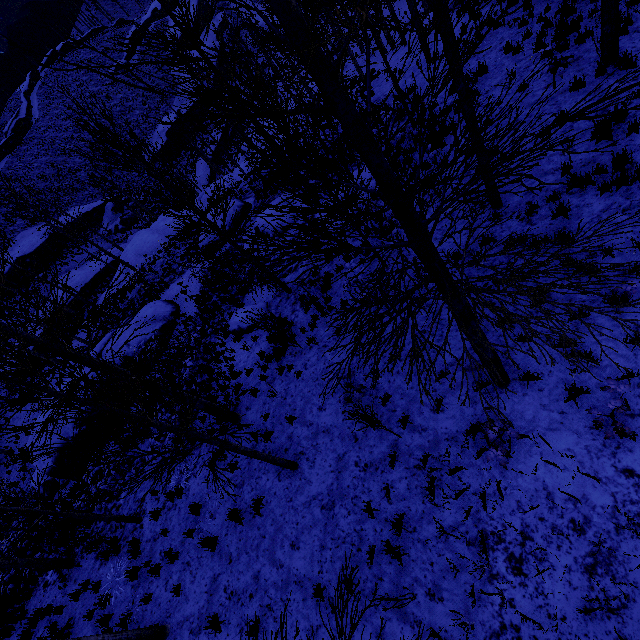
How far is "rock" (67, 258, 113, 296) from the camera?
35.3 meters

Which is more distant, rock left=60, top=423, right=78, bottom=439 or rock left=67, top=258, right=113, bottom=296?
rock left=67, top=258, right=113, bottom=296

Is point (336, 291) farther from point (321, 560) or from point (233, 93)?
point (233, 93)

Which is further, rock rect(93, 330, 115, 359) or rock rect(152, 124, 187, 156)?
rock rect(152, 124, 187, 156)

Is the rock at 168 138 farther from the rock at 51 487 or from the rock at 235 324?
the rock at 235 324

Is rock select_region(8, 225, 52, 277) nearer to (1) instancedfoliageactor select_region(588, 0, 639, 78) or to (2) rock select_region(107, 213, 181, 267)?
(2) rock select_region(107, 213, 181, 267)

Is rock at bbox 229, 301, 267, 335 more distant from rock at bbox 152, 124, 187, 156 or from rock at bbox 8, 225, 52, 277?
rock at bbox 152, 124, 187, 156

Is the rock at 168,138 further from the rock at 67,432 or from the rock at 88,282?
the rock at 67,432
